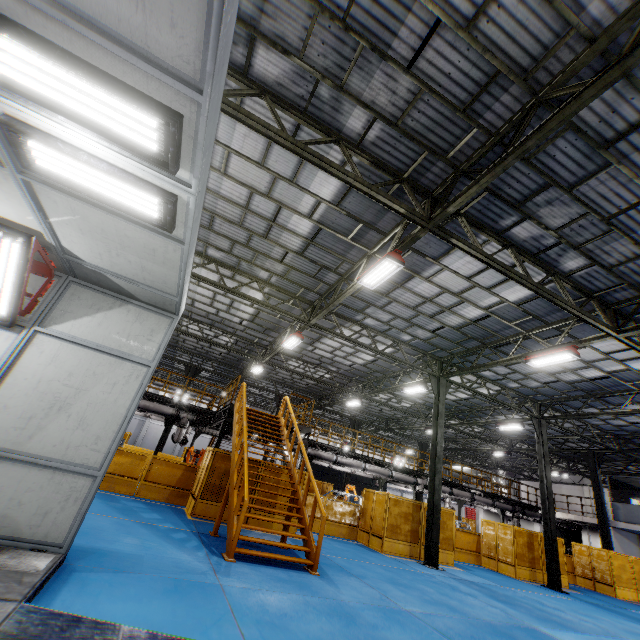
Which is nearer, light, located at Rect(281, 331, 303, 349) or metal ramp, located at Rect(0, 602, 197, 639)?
metal ramp, located at Rect(0, 602, 197, 639)

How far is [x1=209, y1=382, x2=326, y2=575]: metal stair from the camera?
7.6 meters

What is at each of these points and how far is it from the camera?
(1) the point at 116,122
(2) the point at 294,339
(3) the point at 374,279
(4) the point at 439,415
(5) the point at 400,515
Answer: (1) light, 2.8m
(2) light, 15.4m
(3) light, 9.8m
(4) metal pole, 15.5m
(5) metal panel, 14.3m

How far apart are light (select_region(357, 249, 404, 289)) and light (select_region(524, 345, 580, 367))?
7.0 meters

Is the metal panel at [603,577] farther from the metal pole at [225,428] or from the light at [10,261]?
the light at [10,261]

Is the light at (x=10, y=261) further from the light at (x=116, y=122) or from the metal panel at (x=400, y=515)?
the metal panel at (x=400, y=515)

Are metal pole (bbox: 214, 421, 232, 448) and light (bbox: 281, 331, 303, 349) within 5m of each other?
yes

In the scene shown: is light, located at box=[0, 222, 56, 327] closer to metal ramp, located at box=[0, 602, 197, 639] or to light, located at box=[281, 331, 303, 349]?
metal ramp, located at box=[0, 602, 197, 639]
